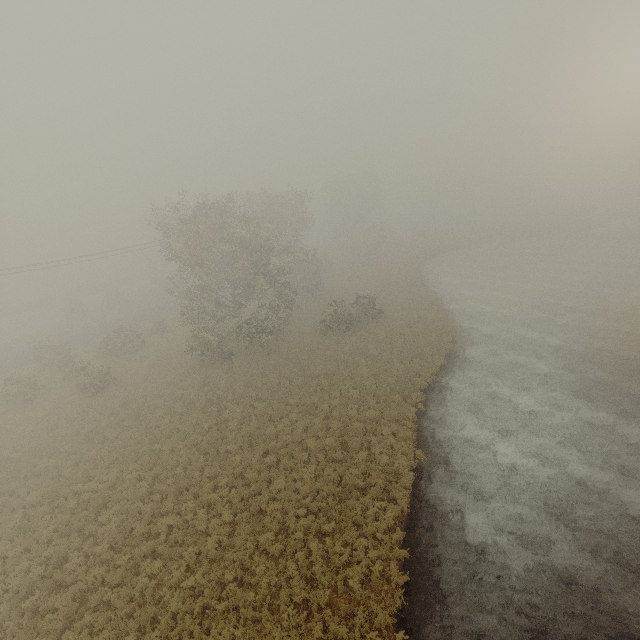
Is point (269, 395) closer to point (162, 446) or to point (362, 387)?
point (362, 387)
